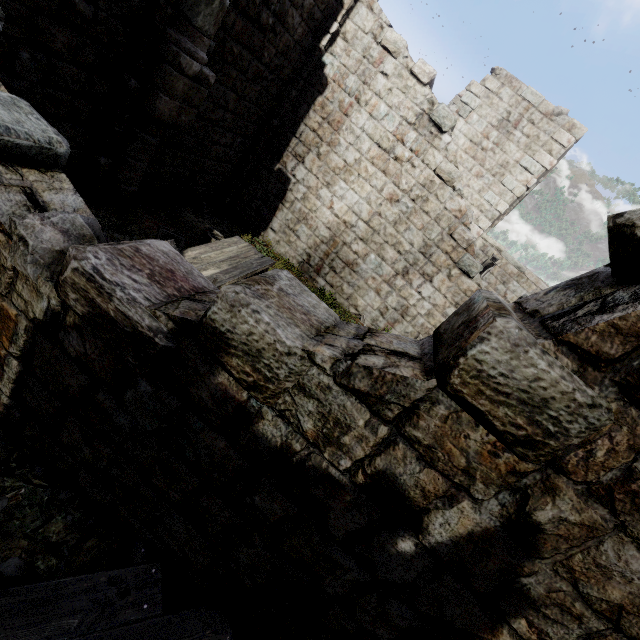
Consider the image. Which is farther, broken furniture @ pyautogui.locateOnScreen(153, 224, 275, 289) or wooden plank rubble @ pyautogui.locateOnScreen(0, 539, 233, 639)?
broken furniture @ pyautogui.locateOnScreen(153, 224, 275, 289)

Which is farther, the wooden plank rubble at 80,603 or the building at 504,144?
the wooden plank rubble at 80,603

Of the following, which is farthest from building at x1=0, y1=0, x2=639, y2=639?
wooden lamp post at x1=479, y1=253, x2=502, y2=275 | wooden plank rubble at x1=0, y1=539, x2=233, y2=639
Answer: wooden lamp post at x1=479, y1=253, x2=502, y2=275

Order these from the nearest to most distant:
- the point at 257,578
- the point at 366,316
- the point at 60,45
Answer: the point at 257,578
the point at 60,45
the point at 366,316

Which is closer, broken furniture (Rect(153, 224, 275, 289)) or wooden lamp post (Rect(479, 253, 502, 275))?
broken furniture (Rect(153, 224, 275, 289))

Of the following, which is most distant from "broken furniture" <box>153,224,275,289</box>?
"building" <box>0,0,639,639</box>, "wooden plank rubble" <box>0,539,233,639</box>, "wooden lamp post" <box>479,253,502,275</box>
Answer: "wooden lamp post" <box>479,253,502,275</box>

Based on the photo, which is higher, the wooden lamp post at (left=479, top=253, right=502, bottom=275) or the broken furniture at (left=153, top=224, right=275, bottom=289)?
the wooden lamp post at (left=479, top=253, right=502, bottom=275)

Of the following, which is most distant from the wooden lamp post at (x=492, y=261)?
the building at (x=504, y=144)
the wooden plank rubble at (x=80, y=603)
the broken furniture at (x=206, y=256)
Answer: the wooden plank rubble at (x=80, y=603)
